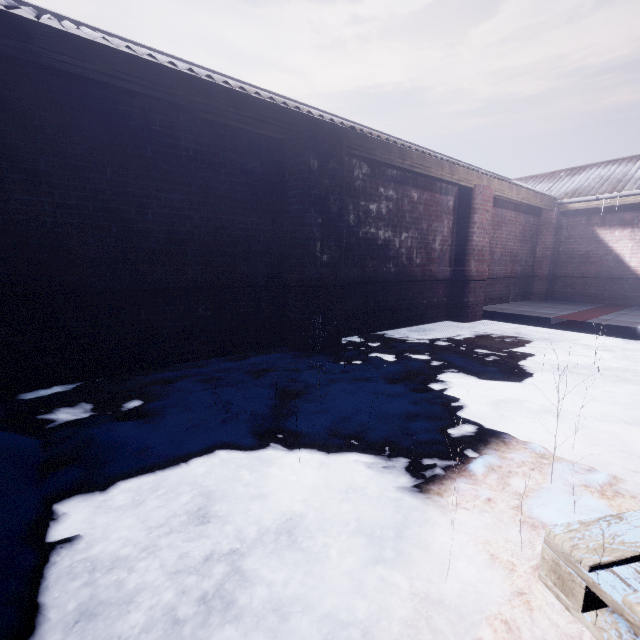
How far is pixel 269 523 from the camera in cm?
132
